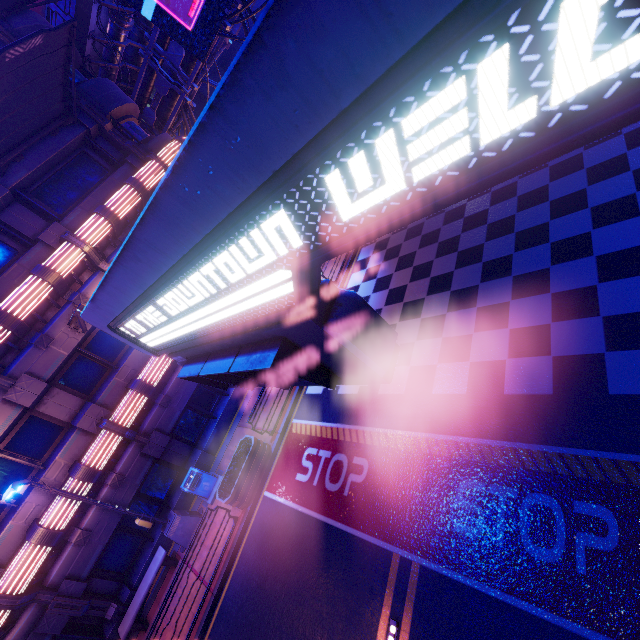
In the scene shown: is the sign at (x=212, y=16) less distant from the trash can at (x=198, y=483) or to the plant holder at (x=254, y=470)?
the plant holder at (x=254, y=470)

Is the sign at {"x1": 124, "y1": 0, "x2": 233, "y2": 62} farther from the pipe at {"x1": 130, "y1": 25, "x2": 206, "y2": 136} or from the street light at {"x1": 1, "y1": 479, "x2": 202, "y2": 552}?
the street light at {"x1": 1, "y1": 479, "x2": 202, "y2": 552}

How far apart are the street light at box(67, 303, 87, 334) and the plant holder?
6.77m

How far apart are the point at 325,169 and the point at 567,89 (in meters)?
0.60

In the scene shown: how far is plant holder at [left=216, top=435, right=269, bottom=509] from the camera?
10.7 meters

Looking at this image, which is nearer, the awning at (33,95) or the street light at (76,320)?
the awning at (33,95)

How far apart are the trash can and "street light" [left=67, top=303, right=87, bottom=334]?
6.5 meters

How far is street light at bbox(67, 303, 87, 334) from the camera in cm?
943
